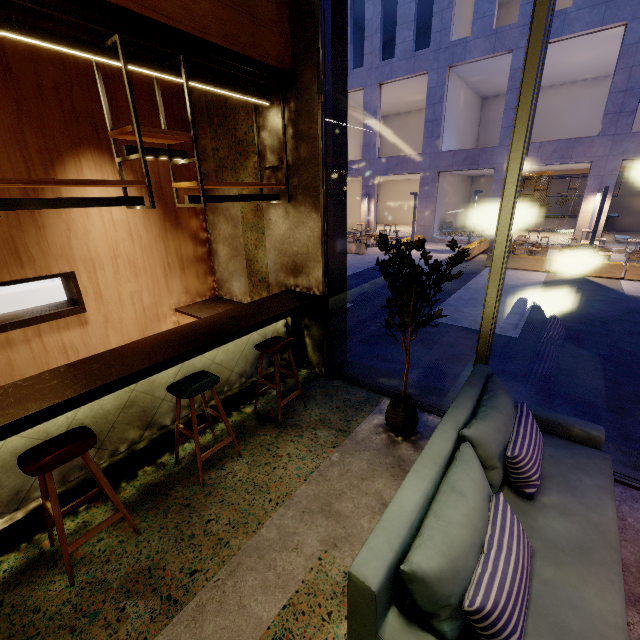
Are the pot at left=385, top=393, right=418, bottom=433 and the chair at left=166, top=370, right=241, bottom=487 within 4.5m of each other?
yes

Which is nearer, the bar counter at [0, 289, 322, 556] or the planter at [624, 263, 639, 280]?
the bar counter at [0, 289, 322, 556]

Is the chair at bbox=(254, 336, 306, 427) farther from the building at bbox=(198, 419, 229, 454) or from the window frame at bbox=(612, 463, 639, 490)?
the window frame at bbox=(612, 463, 639, 490)

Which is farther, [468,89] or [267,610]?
[468,89]

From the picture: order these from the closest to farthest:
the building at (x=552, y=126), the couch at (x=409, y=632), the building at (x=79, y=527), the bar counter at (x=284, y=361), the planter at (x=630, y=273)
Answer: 1. the couch at (x=409, y=632)
2. the building at (x=79, y=527)
3. the bar counter at (x=284, y=361)
4. the planter at (x=630, y=273)
5. the building at (x=552, y=126)

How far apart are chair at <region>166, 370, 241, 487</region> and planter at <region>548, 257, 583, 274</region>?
12.8 meters

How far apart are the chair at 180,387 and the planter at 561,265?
12.77m

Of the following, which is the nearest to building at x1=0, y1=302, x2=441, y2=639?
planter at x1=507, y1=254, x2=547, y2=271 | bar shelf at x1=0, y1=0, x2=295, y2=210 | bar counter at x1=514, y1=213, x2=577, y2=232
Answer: bar shelf at x1=0, y1=0, x2=295, y2=210
